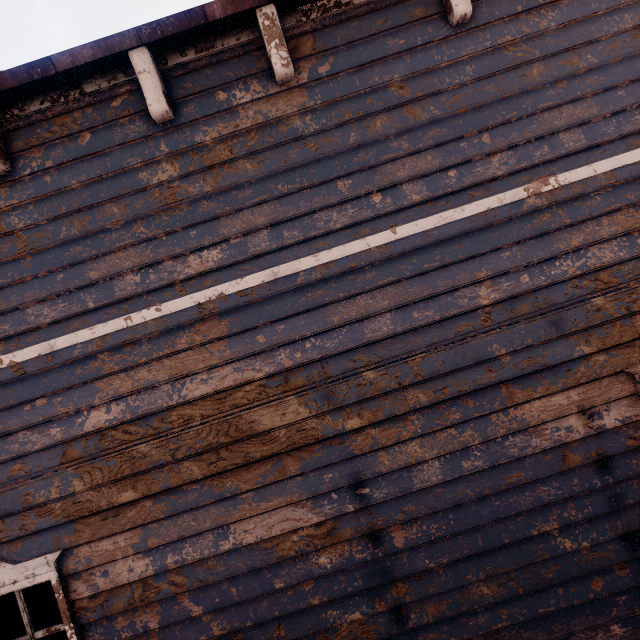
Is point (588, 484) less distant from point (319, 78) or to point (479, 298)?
point (479, 298)
